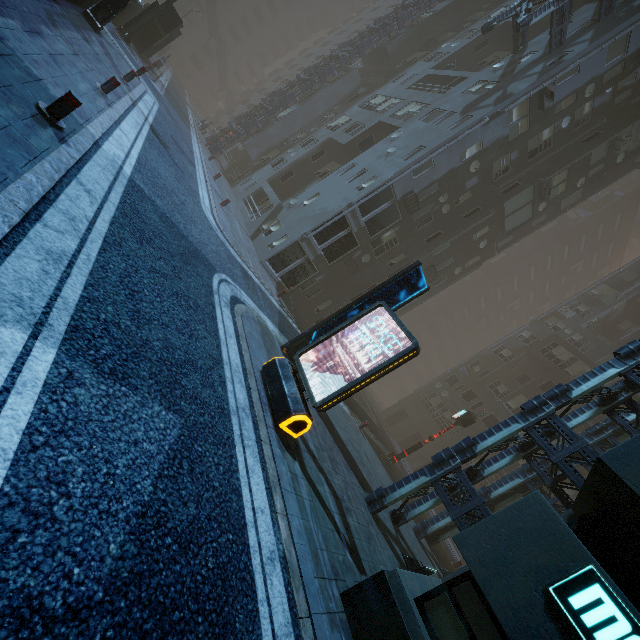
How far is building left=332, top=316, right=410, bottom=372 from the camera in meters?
27.0

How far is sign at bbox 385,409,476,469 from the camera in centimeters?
1789cm

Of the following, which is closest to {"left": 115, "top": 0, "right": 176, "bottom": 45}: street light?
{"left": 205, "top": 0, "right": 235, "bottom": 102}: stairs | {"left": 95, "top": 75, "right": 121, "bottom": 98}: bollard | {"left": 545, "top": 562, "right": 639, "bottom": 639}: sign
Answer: {"left": 95, "top": 75, "right": 121, "bottom": 98}: bollard

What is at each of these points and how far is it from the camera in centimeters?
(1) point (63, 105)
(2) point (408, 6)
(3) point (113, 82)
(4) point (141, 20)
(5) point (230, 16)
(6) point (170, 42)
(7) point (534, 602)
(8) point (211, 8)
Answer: (1) bollard, 541cm
(2) building structure, 2936cm
(3) bollard, 905cm
(4) street light, 1972cm
(5) building, 5966cm
(6) building, 2616cm
(7) building, 419cm
(8) stairs, 5041cm

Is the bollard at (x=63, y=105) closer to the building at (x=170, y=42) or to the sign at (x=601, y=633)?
the building at (x=170, y=42)

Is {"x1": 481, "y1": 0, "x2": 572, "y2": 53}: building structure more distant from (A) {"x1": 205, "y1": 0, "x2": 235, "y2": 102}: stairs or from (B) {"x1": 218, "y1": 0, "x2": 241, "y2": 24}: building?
(A) {"x1": 205, "y1": 0, "x2": 235, "y2": 102}: stairs

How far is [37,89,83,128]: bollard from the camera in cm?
538

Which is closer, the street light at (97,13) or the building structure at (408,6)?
the street light at (97,13)
